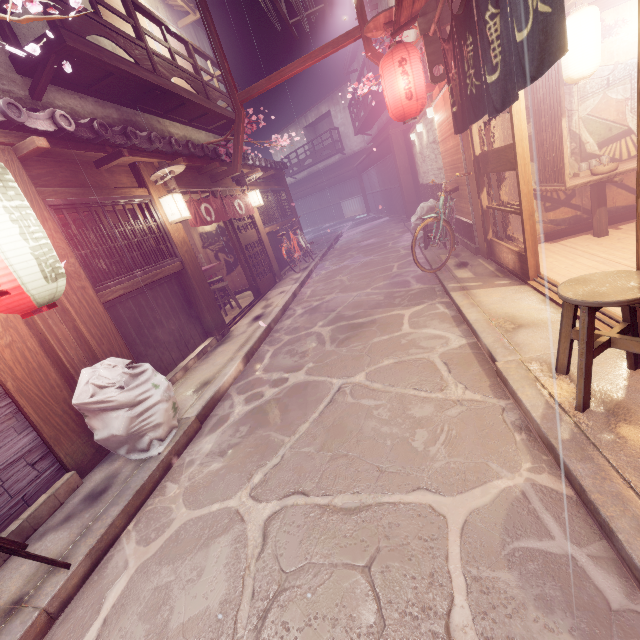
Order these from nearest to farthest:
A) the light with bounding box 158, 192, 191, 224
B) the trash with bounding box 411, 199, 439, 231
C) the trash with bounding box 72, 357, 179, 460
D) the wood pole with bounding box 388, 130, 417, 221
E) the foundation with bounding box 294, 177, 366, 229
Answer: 1. the trash with bounding box 72, 357, 179, 460
2. the light with bounding box 158, 192, 191, 224
3. the trash with bounding box 411, 199, 439, 231
4. the wood pole with bounding box 388, 130, 417, 221
5. the foundation with bounding box 294, 177, 366, 229

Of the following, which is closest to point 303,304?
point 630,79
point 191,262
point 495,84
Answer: point 191,262

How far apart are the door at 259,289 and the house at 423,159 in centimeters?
907cm

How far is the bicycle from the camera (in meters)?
9.80

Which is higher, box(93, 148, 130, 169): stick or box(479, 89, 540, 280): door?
box(93, 148, 130, 169): stick

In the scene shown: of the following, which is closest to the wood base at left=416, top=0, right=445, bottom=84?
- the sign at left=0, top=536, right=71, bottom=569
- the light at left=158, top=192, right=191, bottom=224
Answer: the light at left=158, top=192, right=191, bottom=224

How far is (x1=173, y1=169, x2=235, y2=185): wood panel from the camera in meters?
11.5 m

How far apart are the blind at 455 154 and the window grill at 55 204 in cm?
920
